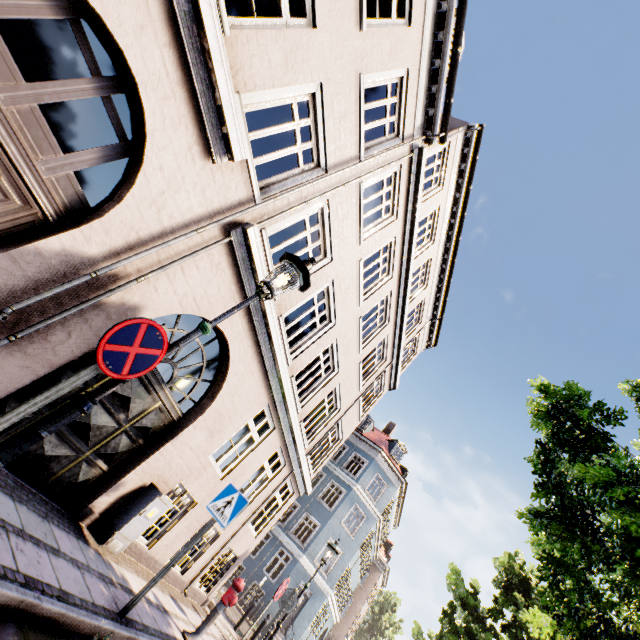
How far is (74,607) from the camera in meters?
3.3 m

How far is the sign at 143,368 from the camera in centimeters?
245cm

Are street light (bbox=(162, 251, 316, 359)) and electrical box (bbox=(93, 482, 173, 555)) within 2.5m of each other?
no

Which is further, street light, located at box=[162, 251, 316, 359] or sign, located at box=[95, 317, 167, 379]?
street light, located at box=[162, 251, 316, 359]

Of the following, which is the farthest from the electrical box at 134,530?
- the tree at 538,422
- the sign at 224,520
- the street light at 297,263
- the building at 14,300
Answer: the tree at 538,422

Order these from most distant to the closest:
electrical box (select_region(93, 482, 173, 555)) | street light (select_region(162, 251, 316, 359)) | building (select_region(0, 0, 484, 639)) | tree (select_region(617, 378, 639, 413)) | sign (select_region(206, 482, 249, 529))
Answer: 1. tree (select_region(617, 378, 639, 413))
2. electrical box (select_region(93, 482, 173, 555))
3. sign (select_region(206, 482, 249, 529))
4. building (select_region(0, 0, 484, 639))
5. street light (select_region(162, 251, 316, 359))

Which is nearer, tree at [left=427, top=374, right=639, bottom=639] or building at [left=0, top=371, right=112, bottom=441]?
building at [left=0, top=371, right=112, bottom=441]

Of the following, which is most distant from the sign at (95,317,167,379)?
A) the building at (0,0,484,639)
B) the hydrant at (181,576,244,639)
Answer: the hydrant at (181,576,244,639)
